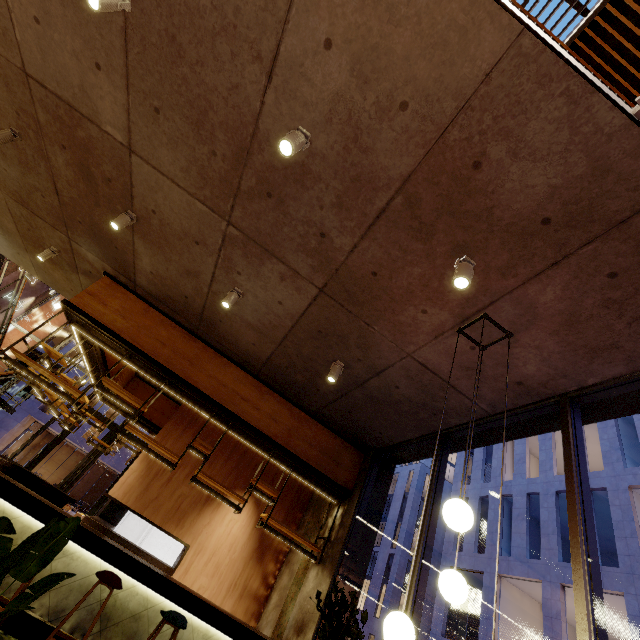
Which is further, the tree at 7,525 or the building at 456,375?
the building at 456,375

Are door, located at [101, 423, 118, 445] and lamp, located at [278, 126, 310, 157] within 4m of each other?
no

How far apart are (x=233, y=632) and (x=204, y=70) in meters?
7.3 m

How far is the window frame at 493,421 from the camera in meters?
4.4

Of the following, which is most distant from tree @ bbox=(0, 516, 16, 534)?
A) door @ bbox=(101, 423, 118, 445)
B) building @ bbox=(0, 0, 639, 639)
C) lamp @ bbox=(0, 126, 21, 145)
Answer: door @ bbox=(101, 423, 118, 445)

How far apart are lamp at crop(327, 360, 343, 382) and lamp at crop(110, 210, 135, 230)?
3.8 meters

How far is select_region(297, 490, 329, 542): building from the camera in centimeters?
689cm

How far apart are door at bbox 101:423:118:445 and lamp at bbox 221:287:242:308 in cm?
1085
